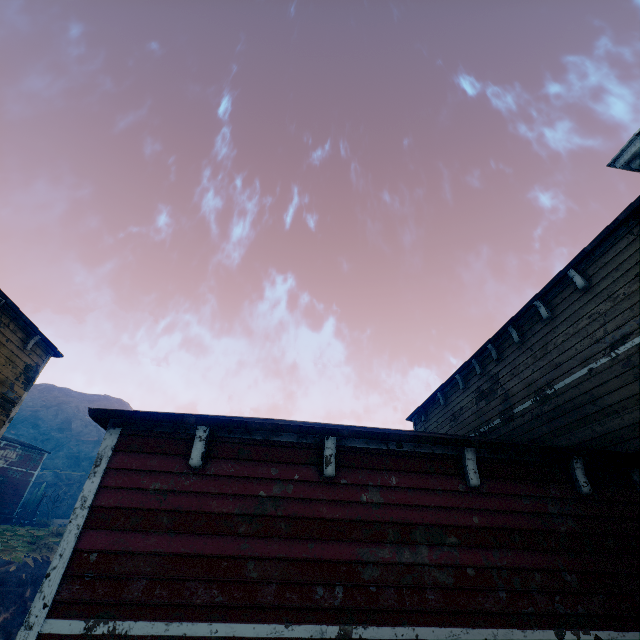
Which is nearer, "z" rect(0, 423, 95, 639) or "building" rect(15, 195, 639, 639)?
"building" rect(15, 195, 639, 639)

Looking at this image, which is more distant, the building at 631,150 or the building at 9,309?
the building at 9,309

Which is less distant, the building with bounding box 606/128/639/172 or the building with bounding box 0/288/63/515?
the building with bounding box 606/128/639/172

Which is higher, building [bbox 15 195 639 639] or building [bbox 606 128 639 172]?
building [bbox 606 128 639 172]

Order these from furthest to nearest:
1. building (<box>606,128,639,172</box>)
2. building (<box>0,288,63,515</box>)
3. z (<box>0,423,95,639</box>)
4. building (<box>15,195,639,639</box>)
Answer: z (<box>0,423,95,639</box>) < building (<box>0,288,63,515</box>) < building (<box>606,128,639,172</box>) < building (<box>15,195,639,639</box>)

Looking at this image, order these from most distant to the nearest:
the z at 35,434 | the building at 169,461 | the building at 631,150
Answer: the z at 35,434
the building at 631,150
the building at 169,461

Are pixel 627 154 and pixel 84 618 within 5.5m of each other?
no
